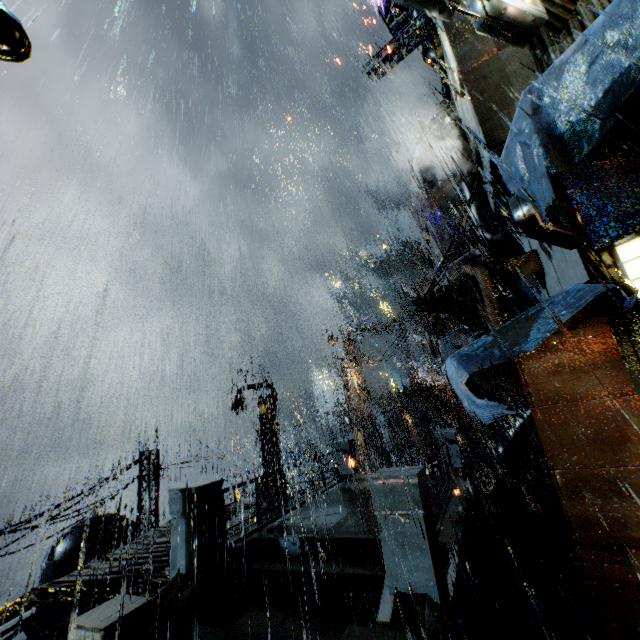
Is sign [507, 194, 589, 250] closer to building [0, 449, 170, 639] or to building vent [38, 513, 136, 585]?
building [0, 449, 170, 639]

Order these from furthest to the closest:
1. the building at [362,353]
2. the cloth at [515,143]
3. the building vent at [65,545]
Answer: the building at [362,353] < the building vent at [65,545] < the cloth at [515,143]

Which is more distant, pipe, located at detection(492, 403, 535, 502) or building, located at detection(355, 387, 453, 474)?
building, located at detection(355, 387, 453, 474)

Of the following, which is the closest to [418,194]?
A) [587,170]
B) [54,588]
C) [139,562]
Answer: [587,170]

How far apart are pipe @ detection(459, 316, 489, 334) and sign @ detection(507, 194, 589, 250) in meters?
10.8 m

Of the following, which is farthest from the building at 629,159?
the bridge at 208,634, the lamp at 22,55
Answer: the lamp at 22,55

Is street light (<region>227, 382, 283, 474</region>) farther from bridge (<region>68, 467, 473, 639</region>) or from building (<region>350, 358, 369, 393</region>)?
building (<region>350, 358, 369, 393</region>)

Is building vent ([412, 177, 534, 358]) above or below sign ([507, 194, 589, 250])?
above
